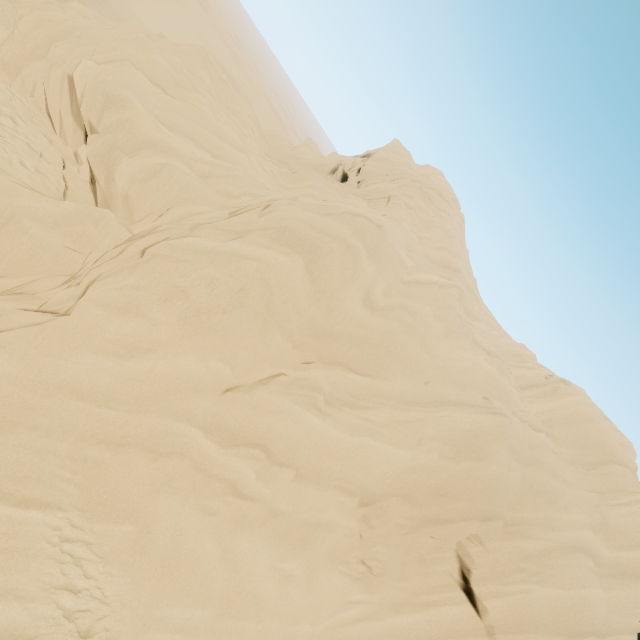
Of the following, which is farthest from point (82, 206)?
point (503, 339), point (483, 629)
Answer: point (503, 339)
